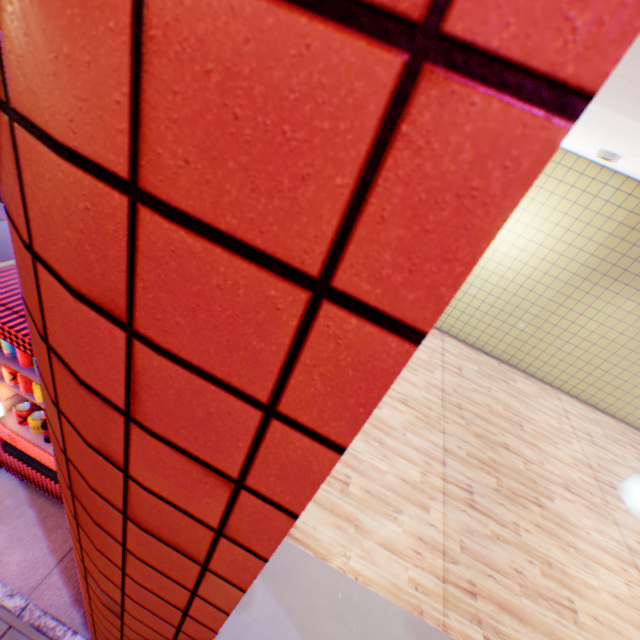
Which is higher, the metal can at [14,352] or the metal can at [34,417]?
the metal can at [14,352]

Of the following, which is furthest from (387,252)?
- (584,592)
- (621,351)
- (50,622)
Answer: (621,351)

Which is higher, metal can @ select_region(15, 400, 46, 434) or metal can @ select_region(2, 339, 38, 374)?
metal can @ select_region(2, 339, 38, 374)

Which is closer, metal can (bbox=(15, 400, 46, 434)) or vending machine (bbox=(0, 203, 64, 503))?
vending machine (bbox=(0, 203, 64, 503))

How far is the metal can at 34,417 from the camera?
2.5 meters

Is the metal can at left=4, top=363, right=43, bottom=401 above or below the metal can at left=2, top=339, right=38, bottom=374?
below

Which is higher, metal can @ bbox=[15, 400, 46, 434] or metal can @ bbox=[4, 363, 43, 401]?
metal can @ bbox=[4, 363, 43, 401]

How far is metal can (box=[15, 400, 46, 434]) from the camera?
2.46m
